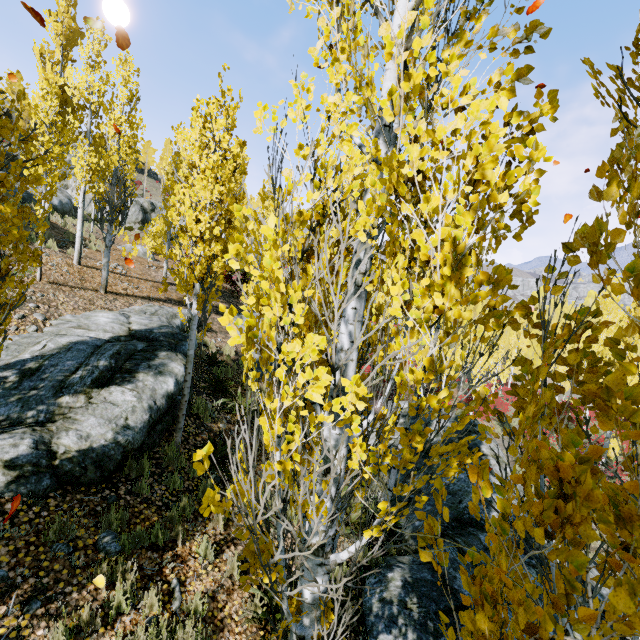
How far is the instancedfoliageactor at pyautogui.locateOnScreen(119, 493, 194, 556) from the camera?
4.3m

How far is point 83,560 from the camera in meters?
3.9 m

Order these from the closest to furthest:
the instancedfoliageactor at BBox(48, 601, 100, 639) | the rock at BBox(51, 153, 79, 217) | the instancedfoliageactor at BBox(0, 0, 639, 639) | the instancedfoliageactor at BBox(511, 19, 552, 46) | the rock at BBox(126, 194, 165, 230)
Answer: the instancedfoliageactor at BBox(0, 0, 639, 639)
the instancedfoliageactor at BBox(511, 19, 552, 46)
the instancedfoliageactor at BBox(48, 601, 100, 639)
the rock at BBox(51, 153, 79, 217)
the rock at BBox(126, 194, 165, 230)

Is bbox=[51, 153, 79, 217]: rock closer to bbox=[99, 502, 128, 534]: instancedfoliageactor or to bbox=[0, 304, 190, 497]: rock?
bbox=[99, 502, 128, 534]: instancedfoliageactor

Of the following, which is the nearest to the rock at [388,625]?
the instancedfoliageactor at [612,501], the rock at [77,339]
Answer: the instancedfoliageactor at [612,501]

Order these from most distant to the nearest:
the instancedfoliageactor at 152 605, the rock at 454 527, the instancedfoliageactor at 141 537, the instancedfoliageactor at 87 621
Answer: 1. the rock at 454 527
2. the instancedfoliageactor at 141 537
3. the instancedfoliageactor at 152 605
4. the instancedfoliageactor at 87 621

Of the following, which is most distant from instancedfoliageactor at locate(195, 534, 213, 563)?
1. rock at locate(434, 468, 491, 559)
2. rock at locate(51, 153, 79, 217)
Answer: rock at locate(51, 153, 79, 217)

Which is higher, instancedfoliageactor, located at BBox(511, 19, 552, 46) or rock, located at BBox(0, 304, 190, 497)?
instancedfoliageactor, located at BBox(511, 19, 552, 46)
